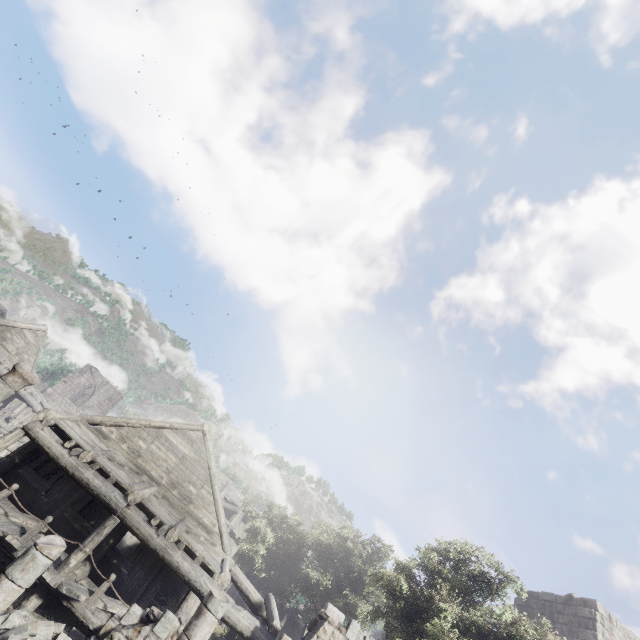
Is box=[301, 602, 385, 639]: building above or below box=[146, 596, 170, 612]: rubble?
above

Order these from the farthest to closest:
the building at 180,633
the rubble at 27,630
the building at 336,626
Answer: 1. the building at 336,626
2. the building at 180,633
3. the rubble at 27,630

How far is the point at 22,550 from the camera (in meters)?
9.31

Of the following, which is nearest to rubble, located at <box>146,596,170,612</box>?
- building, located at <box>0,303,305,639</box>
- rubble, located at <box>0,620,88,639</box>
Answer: building, located at <box>0,303,305,639</box>

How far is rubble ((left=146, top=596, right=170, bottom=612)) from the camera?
14.18m

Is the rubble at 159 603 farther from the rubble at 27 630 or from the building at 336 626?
the rubble at 27 630

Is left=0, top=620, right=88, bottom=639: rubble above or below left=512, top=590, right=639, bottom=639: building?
below
